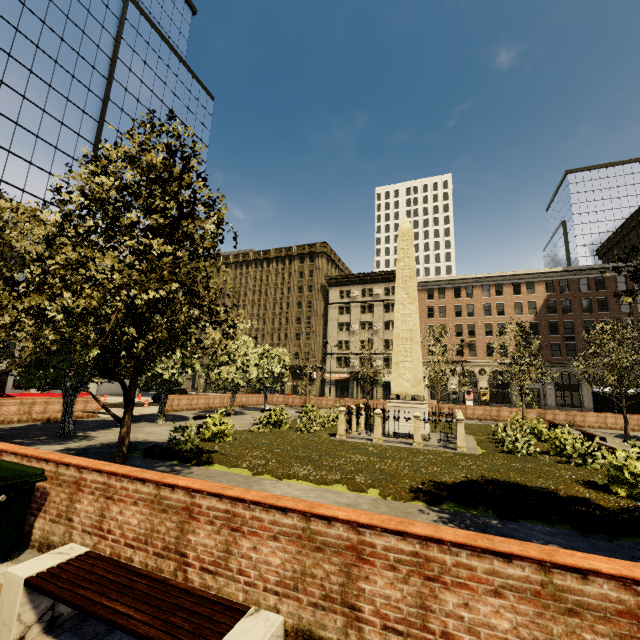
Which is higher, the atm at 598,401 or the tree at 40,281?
the tree at 40,281

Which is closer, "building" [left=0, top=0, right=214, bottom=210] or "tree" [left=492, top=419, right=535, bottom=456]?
"tree" [left=492, top=419, right=535, bottom=456]

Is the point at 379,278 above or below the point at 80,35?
below

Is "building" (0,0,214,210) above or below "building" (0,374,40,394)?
above

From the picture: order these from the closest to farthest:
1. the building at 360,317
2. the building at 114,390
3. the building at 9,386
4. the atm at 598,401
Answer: the atm at 598,401 < the building at 9,386 < the building at 114,390 < the building at 360,317

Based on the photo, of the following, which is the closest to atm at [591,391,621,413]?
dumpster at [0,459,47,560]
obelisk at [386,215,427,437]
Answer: obelisk at [386,215,427,437]

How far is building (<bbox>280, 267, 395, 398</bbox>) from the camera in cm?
5297

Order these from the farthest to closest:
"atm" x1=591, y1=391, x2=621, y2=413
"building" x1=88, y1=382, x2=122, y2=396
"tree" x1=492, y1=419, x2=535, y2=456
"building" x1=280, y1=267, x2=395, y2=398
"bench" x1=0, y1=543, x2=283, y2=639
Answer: "building" x1=280, y1=267, x2=395, y2=398 < "building" x1=88, y1=382, x2=122, y2=396 < "atm" x1=591, y1=391, x2=621, y2=413 < "tree" x1=492, y1=419, x2=535, y2=456 < "bench" x1=0, y1=543, x2=283, y2=639
